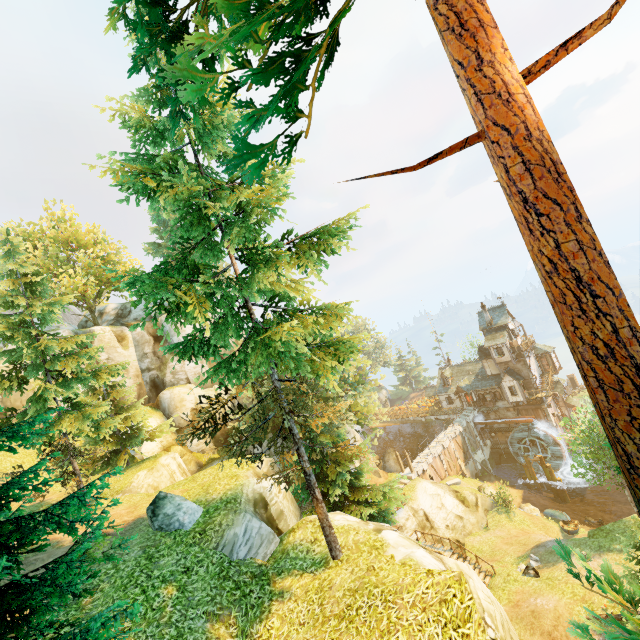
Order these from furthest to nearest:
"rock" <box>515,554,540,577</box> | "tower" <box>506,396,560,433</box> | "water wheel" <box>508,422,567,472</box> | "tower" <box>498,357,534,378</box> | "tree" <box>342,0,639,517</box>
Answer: "tower" <box>498,357,534,378</box>
"tower" <box>506,396,560,433</box>
"water wheel" <box>508,422,567,472</box>
"rock" <box>515,554,540,577</box>
"tree" <box>342,0,639,517</box>

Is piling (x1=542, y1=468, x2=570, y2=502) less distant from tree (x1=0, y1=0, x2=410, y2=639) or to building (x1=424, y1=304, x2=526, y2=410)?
building (x1=424, y1=304, x2=526, y2=410)

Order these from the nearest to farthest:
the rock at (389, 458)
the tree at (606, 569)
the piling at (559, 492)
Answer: the tree at (606, 569)
the piling at (559, 492)
the rock at (389, 458)

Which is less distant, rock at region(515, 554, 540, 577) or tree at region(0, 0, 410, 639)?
tree at region(0, 0, 410, 639)

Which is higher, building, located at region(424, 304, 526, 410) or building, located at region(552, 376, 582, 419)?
building, located at region(424, 304, 526, 410)

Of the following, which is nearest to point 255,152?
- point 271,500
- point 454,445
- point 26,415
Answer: point 271,500

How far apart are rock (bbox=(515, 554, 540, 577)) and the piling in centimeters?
2209cm

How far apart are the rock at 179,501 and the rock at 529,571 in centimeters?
2258cm
